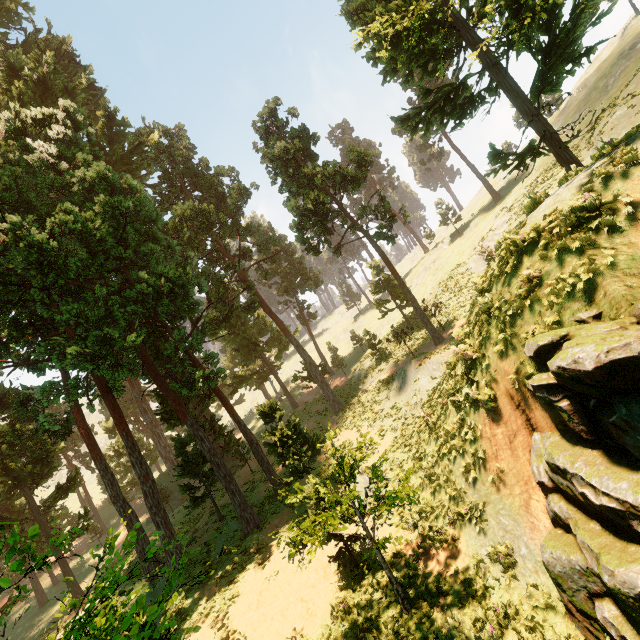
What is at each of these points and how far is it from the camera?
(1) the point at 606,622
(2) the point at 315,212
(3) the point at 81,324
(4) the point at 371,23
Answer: (1) rock, 5.6 meters
(2) treerock, 23.8 meters
(3) treerock, 16.8 meters
(4) treerock, 17.5 meters

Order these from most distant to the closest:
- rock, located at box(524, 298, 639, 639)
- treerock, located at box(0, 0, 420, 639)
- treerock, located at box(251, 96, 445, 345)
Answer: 1. treerock, located at box(251, 96, 445, 345)
2. treerock, located at box(0, 0, 420, 639)
3. rock, located at box(524, 298, 639, 639)

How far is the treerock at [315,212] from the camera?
22.77m

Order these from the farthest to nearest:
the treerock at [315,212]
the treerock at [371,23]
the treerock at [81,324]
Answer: the treerock at [315,212], the treerock at [371,23], the treerock at [81,324]

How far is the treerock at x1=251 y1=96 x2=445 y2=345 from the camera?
22.8 meters

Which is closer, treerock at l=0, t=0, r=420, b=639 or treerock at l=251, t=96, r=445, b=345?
treerock at l=0, t=0, r=420, b=639

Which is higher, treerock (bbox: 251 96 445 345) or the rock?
treerock (bbox: 251 96 445 345)
